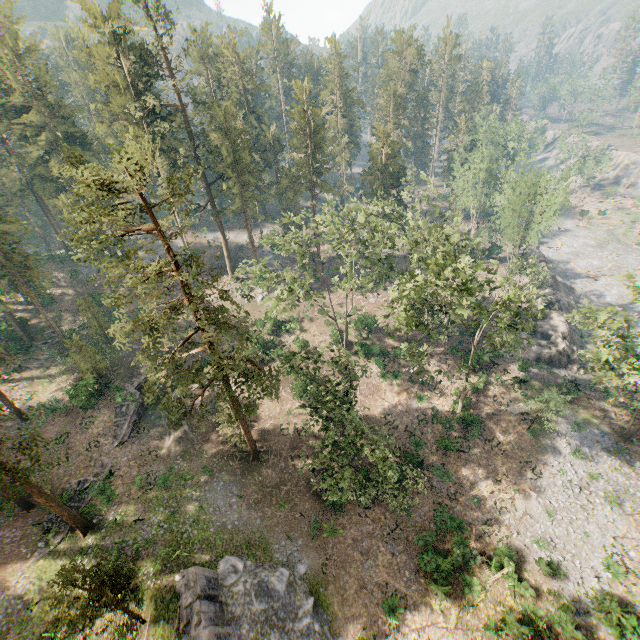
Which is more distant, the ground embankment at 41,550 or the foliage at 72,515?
the ground embankment at 41,550

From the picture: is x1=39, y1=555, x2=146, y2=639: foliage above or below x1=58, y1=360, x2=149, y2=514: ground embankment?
above

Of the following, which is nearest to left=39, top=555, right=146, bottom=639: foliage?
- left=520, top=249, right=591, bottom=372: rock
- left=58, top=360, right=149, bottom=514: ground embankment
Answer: left=58, top=360, right=149, bottom=514: ground embankment

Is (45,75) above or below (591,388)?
above

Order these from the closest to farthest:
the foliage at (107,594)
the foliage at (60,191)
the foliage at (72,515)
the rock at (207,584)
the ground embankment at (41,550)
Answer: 1. the foliage at (107,594)
2. the foliage at (72,515)
3. the foliage at (60,191)
4. the rock at (207,584)
5. the ground embankment at (41,550)

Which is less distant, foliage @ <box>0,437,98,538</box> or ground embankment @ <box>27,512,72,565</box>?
foliage @ <box>0,437,98,538</box>

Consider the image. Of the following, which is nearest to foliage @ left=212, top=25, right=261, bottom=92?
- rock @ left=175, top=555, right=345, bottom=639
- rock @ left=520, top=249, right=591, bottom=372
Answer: rock @ left=520, top=249, right=591, bottom=372

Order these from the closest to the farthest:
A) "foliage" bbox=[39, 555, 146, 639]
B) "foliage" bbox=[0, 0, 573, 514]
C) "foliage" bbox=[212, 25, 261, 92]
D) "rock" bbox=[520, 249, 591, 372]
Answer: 1. "foliage" bbox=[39, 555, 146, 639]
2. "foliage" bbox=[0, 0, 573, 514]
3. "rock" bbox=[520, 249, 591, 372]
4. "foliage" bbox=[212, 25, 261, 92]
